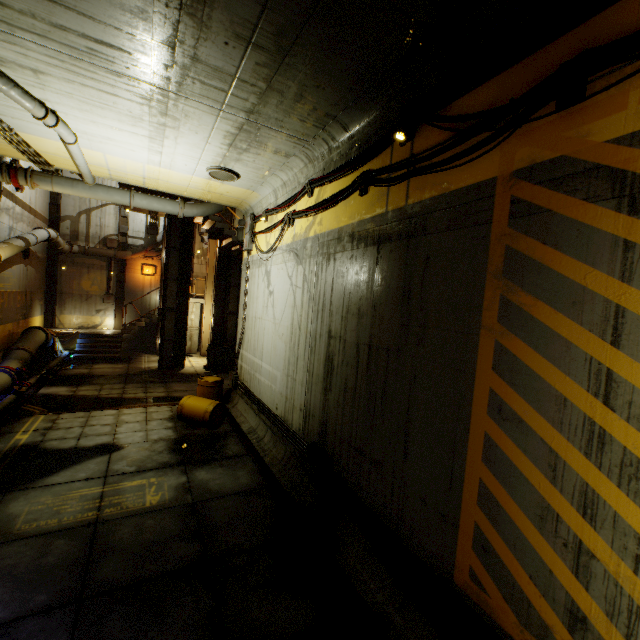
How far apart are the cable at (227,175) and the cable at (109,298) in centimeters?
1501cm

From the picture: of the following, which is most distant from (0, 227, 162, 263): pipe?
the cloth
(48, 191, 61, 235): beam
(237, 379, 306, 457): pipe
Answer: (237, 379, 306, 457): pipe

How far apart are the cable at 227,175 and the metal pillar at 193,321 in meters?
13.3 m

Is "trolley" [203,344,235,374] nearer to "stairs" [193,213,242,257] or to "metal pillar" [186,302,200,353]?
"stairs" [193,213,242,257]

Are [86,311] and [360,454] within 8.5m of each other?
no

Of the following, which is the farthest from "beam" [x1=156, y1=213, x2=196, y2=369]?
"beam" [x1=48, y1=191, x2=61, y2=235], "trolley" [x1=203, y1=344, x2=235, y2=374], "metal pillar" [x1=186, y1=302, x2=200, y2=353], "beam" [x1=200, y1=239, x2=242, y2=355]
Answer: "beam" [x1=48, y1=191, x2=61, y2=235]

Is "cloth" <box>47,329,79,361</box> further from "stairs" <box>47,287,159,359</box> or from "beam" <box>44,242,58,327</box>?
"beam" <box>44,242,58,327</box>

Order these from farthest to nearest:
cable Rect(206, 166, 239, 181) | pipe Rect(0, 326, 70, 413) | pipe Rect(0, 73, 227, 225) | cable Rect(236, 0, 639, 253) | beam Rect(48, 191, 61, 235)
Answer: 1. beam Rect(48, 191, 61, 235)
2. pipe Rect(0, 326, 70, 413)
3. cable Rect(206, 166, 239, 181)
4. pipe Rect(0, 73, 227, 225)
5. cable Rect(236, 0, 639, 253)
